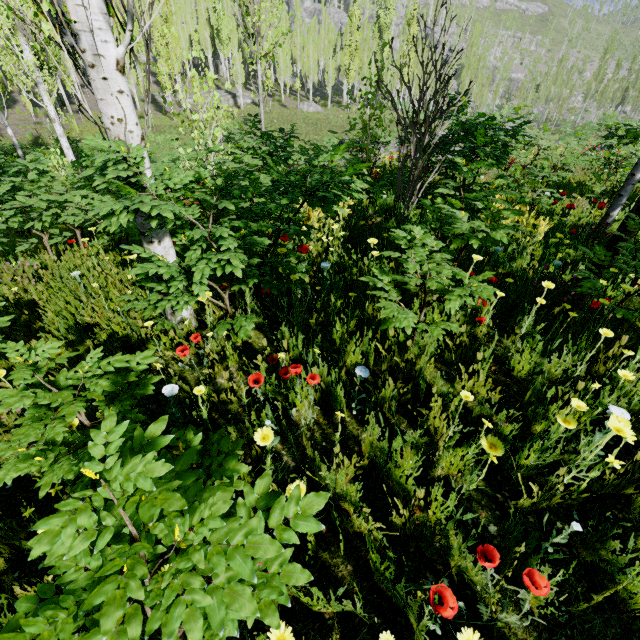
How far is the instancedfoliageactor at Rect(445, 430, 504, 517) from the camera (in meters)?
1.41

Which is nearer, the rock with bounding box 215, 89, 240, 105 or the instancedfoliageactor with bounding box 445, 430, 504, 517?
the instancedfoliageactor with bounding box 445, 430, 504, 517

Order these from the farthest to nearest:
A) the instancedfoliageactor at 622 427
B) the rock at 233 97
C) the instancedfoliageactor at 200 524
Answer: the rock at 233 97
the instancedfoliageactor at 622 427
the instancedfoliageactor at 200 524

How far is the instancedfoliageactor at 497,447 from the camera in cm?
141

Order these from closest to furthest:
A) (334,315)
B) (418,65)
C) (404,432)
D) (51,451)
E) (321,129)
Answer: (51,451) → (404,432) → (334,315) → (321,129) → (418,65)

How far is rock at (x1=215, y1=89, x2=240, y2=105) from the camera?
40.5m

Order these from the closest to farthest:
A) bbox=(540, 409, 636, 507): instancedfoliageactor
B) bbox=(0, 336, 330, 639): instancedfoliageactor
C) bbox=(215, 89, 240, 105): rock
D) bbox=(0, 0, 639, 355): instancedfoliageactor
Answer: bbox=(0, 336, 330, 639): instancedfoliageactor < bbox=(540, 409, 636, 507): instancedfoliageactor < bbox=(0, 0, 639, 355): instancedfoliageactor < bbox=(215, 89, 240, 105): rock
